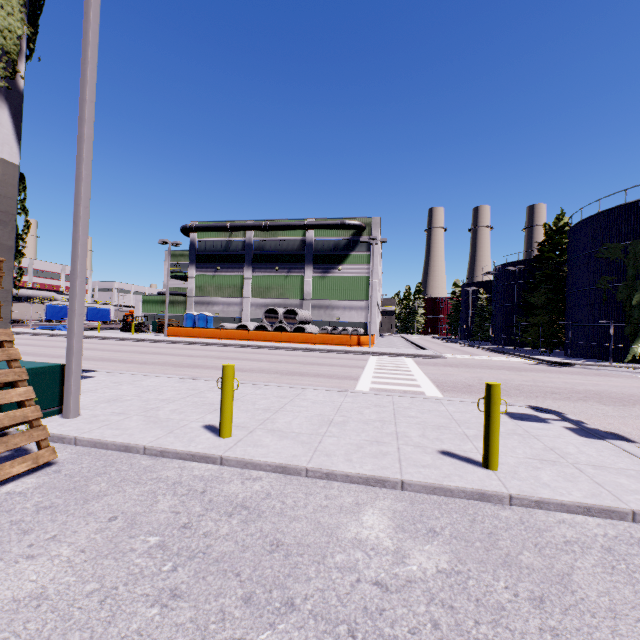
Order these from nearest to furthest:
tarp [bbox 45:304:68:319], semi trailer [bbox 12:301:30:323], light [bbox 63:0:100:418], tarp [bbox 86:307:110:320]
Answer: light [bbox 63:0:100:418], tarp [bbox 45:304:68:319], tarp [bbox 86:307:110:320], semi trailer [bbox 12:301:30:323]

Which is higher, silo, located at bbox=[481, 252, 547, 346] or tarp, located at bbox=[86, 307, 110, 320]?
silo, located at bbox=[481, 252, 547, 346]

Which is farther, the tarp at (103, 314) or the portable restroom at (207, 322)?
the tarp at (103, 314)

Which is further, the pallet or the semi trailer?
the semi trailer

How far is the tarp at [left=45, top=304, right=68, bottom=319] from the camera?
40.7 meters

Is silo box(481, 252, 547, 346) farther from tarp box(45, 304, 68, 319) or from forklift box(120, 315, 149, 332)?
forklift box(120, 315, 149, 332)

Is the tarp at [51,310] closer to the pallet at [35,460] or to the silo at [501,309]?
the silo at [501,309]

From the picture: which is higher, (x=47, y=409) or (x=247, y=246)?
(x=247, y=246)
